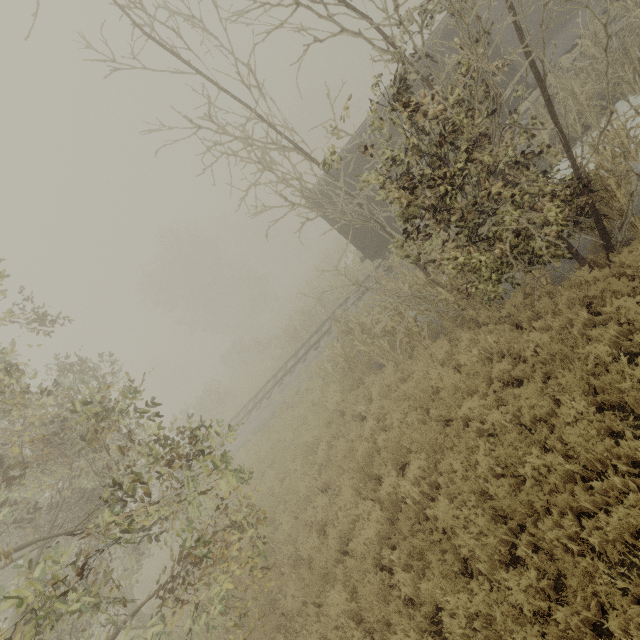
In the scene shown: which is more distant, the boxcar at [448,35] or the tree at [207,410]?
the boxcar at [448,35]

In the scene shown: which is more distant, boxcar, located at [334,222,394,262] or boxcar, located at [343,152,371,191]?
boxcar, located at [334,222,394,262]

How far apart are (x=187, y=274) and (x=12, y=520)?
36.2m

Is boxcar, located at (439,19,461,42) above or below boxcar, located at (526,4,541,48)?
above

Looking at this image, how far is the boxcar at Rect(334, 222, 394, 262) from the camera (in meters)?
13.19

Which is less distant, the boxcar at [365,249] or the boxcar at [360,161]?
the boxcar at [360,161]
